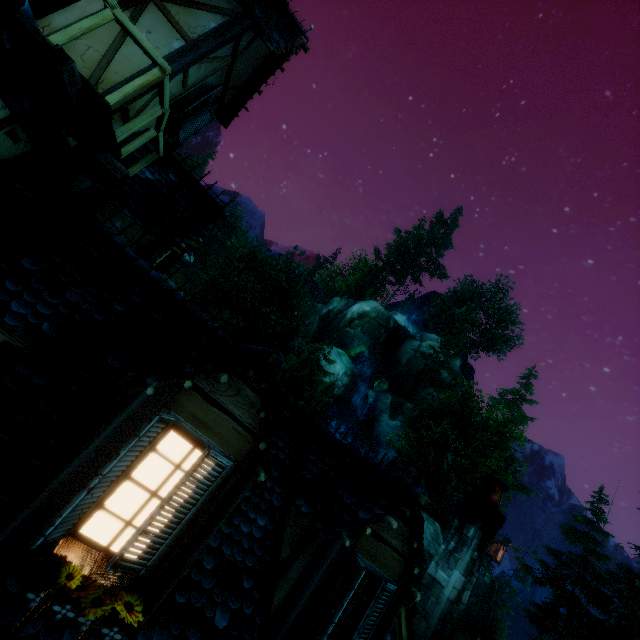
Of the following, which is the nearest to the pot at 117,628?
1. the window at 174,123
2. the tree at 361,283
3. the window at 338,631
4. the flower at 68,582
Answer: the flower at 68,582

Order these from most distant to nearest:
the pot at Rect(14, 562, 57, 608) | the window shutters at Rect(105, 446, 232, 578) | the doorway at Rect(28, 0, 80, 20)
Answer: the doorway at Rect(28, 0, 80, 20) → the window shutters at Rect(105, 446, 232, 578) → the pot at Rect(14, 562, 57, 608)

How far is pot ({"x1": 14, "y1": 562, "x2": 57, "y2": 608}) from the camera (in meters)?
2.14

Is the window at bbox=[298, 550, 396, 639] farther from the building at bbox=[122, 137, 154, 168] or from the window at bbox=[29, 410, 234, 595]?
the window at bbox=[29, 410, 234, 595]

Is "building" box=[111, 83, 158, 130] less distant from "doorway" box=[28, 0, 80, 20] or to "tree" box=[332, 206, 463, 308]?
"doorway" box=[28, 0, 80, 20]

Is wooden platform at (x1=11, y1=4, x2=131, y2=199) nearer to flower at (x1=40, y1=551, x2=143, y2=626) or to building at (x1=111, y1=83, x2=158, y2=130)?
building at (x1=111, y1=83, x2=158, y2=130)

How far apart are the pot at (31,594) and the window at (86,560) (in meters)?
0.07

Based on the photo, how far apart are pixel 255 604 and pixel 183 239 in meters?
5.8 m
